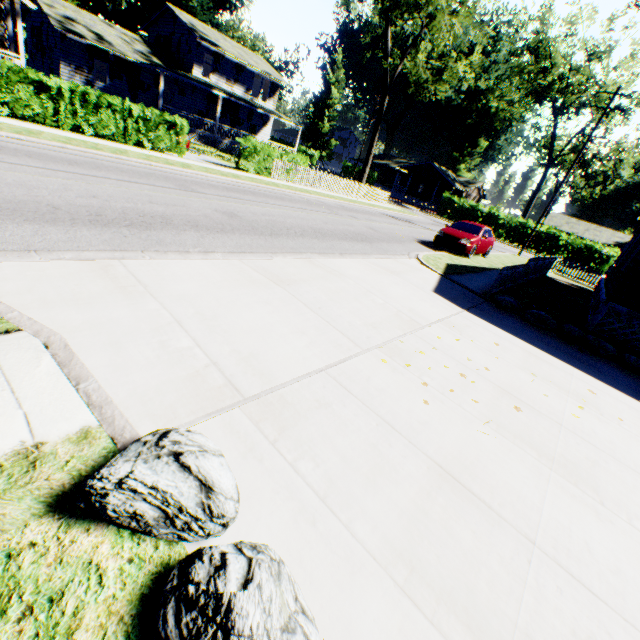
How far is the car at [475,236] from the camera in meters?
15.3 m

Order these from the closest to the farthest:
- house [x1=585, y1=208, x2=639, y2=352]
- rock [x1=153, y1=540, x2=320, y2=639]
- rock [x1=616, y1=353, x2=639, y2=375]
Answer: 1. rock [x1=153, y1=540, x2=320, y2=639]
2. rock [x1=616, y1=353, x2=639, y2=375]
3. house [x1=585, y1=208, x2=639, y2=352]

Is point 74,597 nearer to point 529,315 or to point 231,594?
point 231,594

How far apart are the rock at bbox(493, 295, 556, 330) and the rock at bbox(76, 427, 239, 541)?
9.3 meters

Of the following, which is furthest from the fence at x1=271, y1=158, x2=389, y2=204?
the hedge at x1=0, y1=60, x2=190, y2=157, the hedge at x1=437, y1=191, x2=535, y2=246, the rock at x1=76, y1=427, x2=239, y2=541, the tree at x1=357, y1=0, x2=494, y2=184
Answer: the rock at x1=76, y1=427, x2=239, y2=541

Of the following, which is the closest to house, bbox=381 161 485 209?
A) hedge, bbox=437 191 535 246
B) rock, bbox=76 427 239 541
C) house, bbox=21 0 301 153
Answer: hedge, bbox=437 191 535 246

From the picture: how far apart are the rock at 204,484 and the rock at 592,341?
9.3 meters

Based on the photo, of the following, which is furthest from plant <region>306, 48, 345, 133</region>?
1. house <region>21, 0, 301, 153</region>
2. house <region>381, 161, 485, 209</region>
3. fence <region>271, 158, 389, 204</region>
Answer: house <region>381, 161, 485, 209</region>
